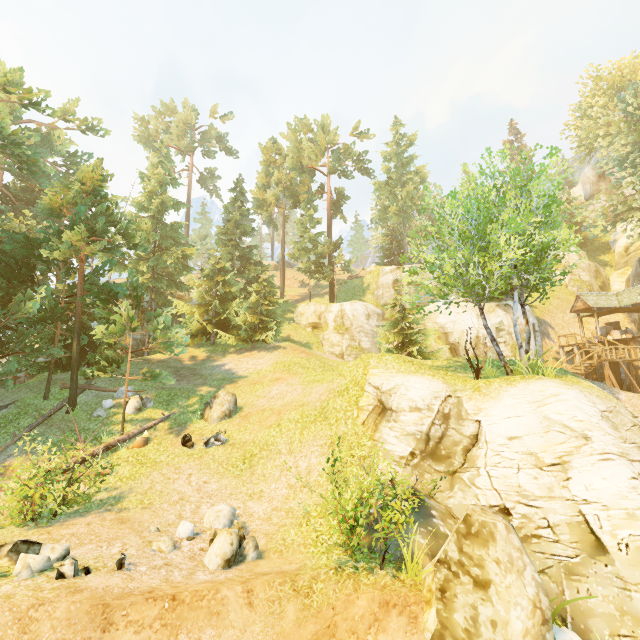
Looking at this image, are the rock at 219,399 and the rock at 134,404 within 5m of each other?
yes

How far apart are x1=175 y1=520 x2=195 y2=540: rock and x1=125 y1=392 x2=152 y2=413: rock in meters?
9.7 m

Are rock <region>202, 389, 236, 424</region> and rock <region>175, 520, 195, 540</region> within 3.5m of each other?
no

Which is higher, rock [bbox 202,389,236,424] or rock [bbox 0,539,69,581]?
rock [bbox 202,389,236,424]

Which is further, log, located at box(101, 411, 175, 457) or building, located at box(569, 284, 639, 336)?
building, located at box(569, 284, 639, 336)

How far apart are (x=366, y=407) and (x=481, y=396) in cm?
436

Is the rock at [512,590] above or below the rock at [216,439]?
below

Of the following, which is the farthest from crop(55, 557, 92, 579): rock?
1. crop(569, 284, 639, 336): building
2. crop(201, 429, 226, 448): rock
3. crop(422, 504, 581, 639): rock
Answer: crop(569, 284, 639, 336): building
